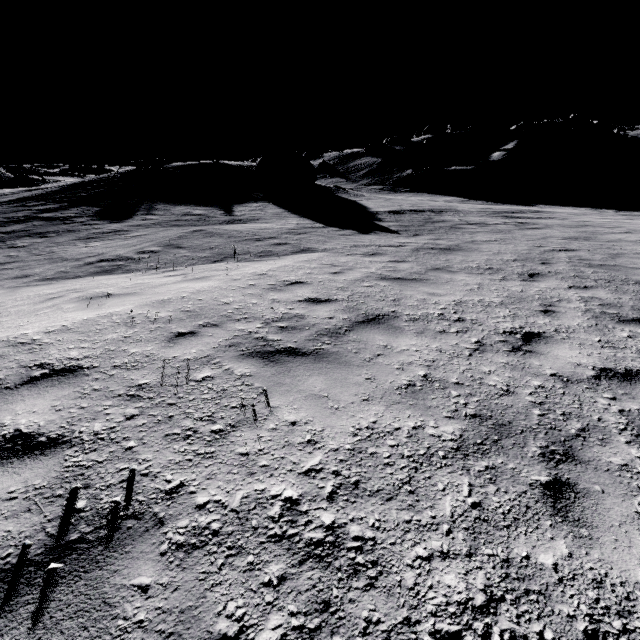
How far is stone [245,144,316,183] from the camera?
27.61m

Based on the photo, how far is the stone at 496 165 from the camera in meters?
54.2 m

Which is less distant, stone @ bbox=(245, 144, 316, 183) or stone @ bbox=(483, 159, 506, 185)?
stone @ bbox=(245, 144, 316, 183)

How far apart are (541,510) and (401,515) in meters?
1.0 m

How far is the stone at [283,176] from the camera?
27.6 meters

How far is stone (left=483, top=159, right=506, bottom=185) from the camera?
54.2 meters

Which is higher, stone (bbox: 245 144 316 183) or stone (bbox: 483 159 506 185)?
stone (bbox: 245 144 316 183)
